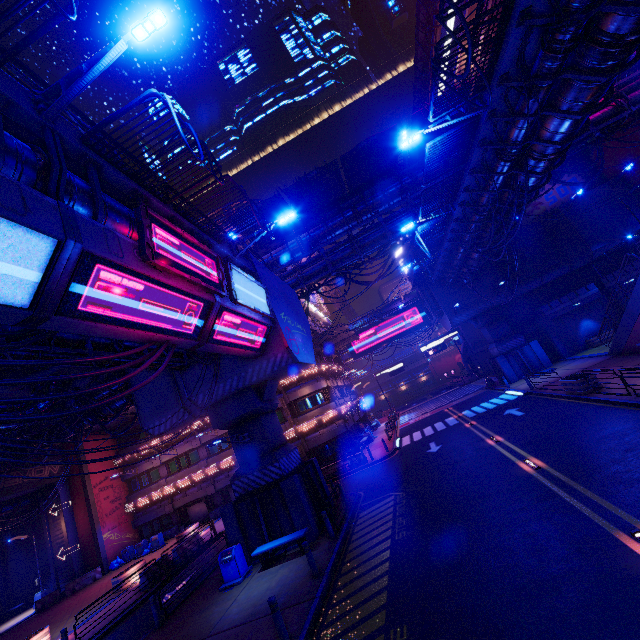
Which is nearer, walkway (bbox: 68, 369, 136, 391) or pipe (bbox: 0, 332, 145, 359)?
pipe (bbox: 0, 332, 145, 359)

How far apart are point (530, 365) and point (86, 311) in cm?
3451

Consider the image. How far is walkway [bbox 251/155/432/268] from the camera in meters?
24.5 m

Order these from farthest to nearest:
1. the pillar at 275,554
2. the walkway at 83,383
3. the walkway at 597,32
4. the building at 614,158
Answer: the building at 614,158
the walkway at 83,383
the pillar at 275,554
the walkway at 597,32

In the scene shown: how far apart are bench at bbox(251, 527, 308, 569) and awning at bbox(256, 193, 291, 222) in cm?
1868

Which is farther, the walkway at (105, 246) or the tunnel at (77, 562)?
the tunnel at (77, 562)

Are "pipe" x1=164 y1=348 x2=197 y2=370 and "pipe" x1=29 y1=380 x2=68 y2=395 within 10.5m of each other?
yes

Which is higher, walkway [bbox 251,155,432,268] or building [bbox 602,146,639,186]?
walkway [bbox 251,155,432,268]
